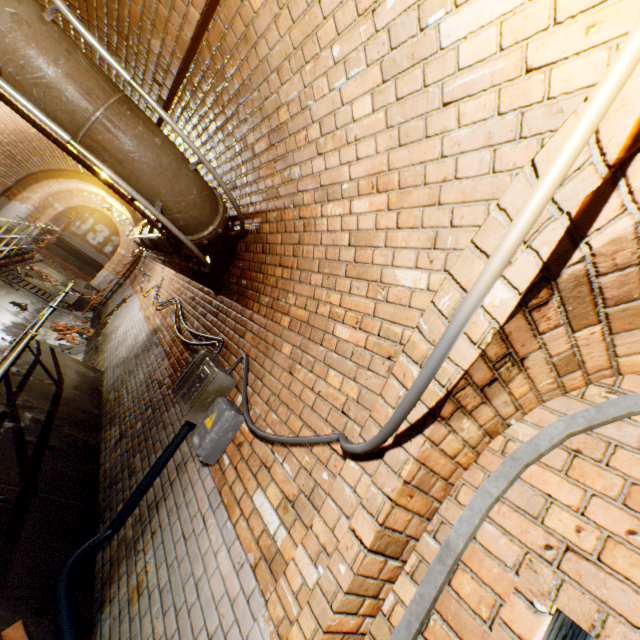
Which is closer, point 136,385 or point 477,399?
point 477,399

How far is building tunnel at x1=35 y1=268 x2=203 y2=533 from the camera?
3.2m

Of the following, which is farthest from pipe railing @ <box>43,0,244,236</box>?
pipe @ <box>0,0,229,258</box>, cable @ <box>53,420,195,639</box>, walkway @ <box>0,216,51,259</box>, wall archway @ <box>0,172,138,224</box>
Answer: wall archway @ <box>0,172,138,224</box>

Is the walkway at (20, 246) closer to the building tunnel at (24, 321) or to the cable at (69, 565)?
the building tunnel at (24, 321)

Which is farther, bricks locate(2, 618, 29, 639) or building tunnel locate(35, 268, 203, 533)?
building tunnel locate(35, 268, 203, 533)

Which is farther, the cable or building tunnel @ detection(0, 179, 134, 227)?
building tunnel @ detection(0, 179, 134, 227)

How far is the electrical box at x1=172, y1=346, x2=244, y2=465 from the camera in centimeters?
233cm

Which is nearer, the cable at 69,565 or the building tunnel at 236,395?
the cable at 69,565
